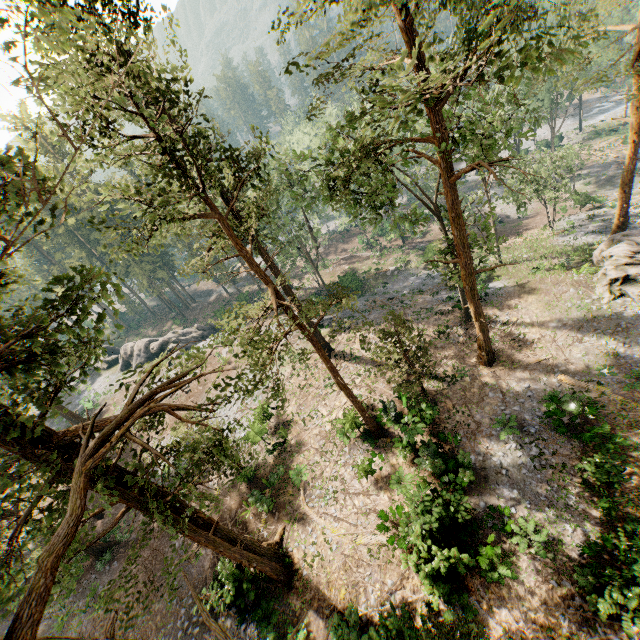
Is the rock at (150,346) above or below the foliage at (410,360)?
below

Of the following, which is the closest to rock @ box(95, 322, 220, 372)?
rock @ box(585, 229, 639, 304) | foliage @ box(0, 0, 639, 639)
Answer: foliage @ box(0, 0, 639, 639)

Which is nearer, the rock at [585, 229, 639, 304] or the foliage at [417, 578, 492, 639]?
the foliage at [417, 578, 492, 639]

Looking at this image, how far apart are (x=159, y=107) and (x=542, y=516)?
24.0m

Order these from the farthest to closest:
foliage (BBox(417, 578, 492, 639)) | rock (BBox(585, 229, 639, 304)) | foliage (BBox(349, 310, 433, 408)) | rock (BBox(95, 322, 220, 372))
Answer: rock (BBox(95, 322, 220, 372)) < rock (BBox(585, 229, 639, 304)) < foliage (BBox(349, 310, 433, 408)) < foliage (BBox(417, 578, 492, 639))

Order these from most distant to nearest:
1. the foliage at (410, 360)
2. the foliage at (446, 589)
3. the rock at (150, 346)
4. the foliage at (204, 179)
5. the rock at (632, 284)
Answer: the rock at (150, 346) → the rock at (632, 284) → the foliage at (410, 360) → the foliage at (446, 589) → the foliage at (204, 179)

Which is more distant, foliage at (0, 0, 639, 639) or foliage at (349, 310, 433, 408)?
foliage at (349, 310, 433, 408)

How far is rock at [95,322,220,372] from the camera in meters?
44.7
